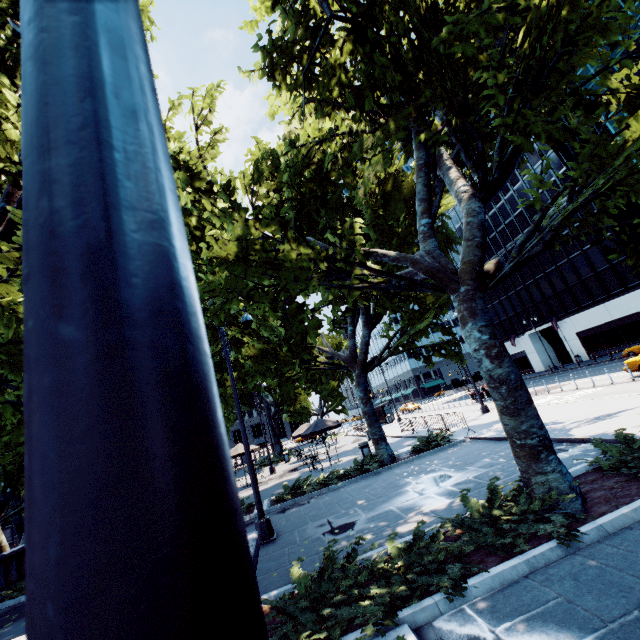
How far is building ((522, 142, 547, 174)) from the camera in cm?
4253

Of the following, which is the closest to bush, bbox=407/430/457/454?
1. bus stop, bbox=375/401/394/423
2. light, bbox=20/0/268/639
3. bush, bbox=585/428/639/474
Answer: bush, bbox=585/428/639/474

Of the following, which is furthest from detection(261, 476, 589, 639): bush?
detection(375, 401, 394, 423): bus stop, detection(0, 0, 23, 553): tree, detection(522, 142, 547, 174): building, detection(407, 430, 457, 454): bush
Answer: detection(522, 142, 547, 174): building

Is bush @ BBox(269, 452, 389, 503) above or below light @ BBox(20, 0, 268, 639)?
below

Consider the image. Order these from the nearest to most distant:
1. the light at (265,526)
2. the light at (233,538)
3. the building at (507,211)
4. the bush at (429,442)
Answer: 1. the light at (233,538)
2. the light at (265,526)
3. the bush at (429,442)
4. the building at (507,211)

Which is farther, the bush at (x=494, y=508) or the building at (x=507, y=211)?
the building at (x=507, y=211)

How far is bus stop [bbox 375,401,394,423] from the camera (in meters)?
39.97

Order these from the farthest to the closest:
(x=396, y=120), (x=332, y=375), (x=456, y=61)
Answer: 1. (x=332, y=375)
2. (x=396, y=120)
3. (x=456, y=61)
